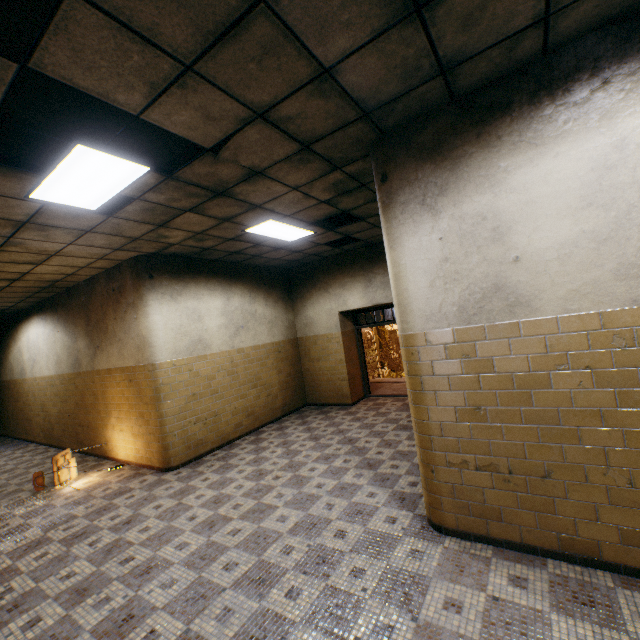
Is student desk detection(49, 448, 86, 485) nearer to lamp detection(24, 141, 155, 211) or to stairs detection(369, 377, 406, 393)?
lamp detection(24, 141, 155, 211)

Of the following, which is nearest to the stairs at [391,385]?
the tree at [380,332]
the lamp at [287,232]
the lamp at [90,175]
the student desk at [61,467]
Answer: the lamp at [287,232]

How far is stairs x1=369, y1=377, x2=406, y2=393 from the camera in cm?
936

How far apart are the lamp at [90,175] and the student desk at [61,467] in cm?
448

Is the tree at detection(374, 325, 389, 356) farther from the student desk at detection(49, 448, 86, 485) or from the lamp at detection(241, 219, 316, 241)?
the lamp at detection(241, 219, 316, 241)

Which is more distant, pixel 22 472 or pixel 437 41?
pixel 22 472

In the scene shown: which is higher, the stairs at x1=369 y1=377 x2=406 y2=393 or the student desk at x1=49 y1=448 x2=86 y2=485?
the student desk at x1=49 y1=448 x2=86 y2=485

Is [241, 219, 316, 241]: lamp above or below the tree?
above
